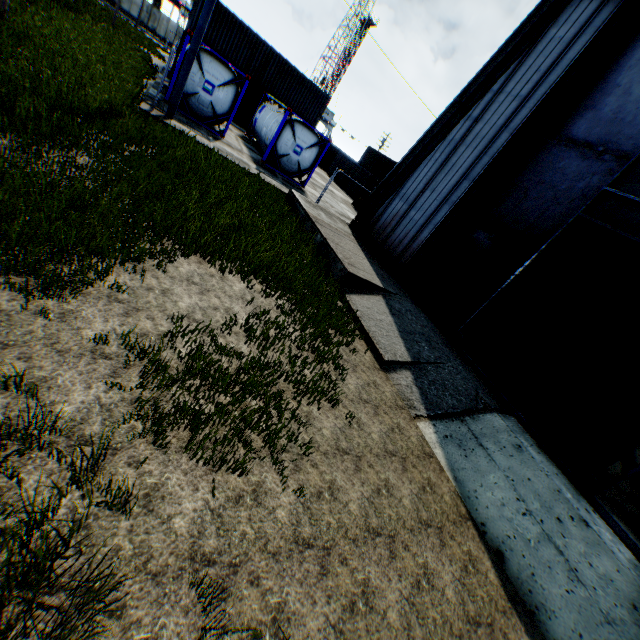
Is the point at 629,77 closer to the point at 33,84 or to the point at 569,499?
the point at 569,499

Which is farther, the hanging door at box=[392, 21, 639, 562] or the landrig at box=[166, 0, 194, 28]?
the landrig at box=[166, 0, 194, 28]

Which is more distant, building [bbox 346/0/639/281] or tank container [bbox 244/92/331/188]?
tank container [bbox 244/92/331/188]

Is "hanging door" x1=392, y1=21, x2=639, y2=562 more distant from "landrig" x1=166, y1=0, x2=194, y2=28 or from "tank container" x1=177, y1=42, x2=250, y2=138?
"landrig" x1=166, y1=0, x2=194, y2=28

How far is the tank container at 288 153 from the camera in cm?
1738

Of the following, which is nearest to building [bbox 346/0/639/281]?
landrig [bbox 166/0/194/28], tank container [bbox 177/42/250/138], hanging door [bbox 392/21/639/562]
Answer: hanging door [bbox 392/21/639/562]

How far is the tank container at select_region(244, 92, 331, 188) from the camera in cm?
1738
